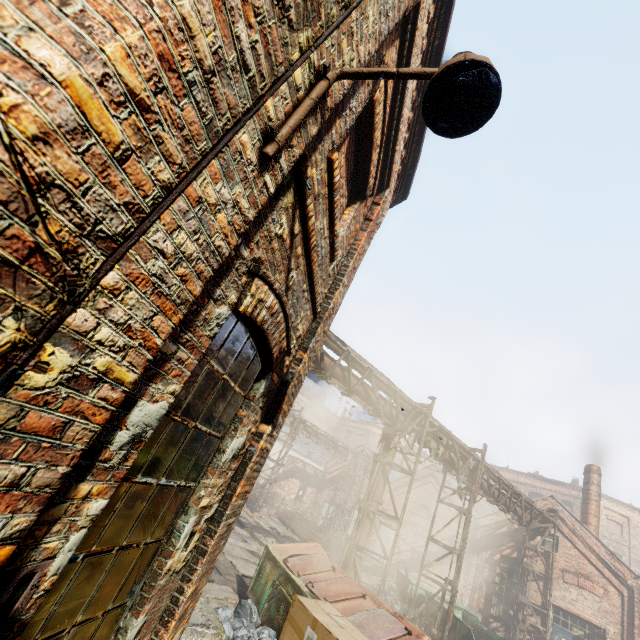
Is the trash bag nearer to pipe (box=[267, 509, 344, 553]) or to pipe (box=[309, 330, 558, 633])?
pipe (box=[309, 330, 558, 633])

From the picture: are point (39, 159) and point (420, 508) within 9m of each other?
no

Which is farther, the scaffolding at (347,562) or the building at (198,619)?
the scaffolding at (347,562)

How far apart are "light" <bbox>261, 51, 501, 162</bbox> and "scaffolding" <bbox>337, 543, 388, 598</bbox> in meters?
9.9

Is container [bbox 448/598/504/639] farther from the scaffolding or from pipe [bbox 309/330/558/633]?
the scaffolding

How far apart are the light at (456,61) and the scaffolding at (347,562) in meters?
9.9 m

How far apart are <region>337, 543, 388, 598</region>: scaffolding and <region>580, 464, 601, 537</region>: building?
15.2 meters

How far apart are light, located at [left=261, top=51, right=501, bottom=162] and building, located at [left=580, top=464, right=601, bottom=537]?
23.2m
